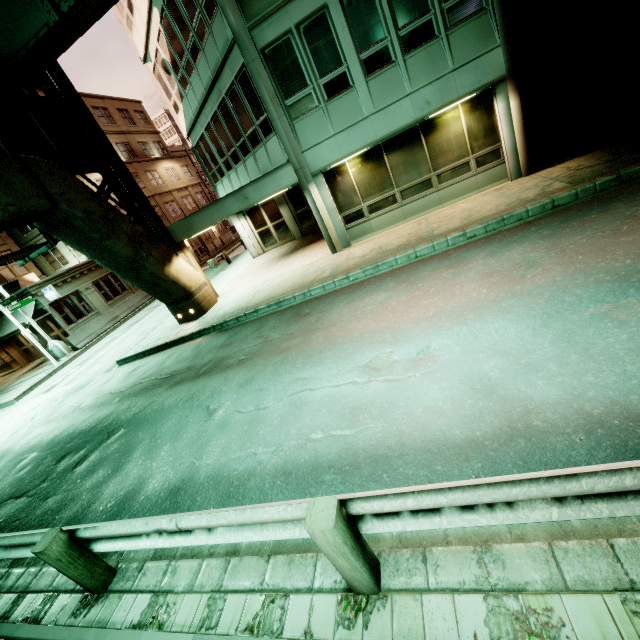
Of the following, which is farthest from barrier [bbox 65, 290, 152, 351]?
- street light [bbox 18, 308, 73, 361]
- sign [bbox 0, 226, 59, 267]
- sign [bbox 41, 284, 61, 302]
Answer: sign [bbox 0, 226, 59, 267]

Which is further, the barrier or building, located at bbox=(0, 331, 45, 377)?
building, located at bbox=(0, 331, 45, 377)

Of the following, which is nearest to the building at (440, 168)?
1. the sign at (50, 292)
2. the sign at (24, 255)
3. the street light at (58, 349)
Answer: the sign at (24, 255)

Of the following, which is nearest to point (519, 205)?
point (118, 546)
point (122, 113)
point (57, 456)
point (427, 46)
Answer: point (427, 46)

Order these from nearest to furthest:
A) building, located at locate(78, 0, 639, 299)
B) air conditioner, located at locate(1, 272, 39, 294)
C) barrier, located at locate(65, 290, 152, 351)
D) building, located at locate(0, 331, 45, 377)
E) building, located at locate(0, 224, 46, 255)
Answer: building, located at locate(78, 0, 639, 299)
barrier, located at locate(65, 290, 152, 351)
air conditioner, located at locate(1, 272, 39, 294)
building, located at locate(0, 331, 45, 377)
building, located at locate(0, 224, 46, 255)

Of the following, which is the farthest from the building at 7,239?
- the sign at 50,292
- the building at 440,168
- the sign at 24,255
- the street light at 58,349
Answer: the building at 440,168

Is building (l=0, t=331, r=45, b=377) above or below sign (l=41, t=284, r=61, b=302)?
below

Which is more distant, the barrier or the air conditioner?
the air conditioner
